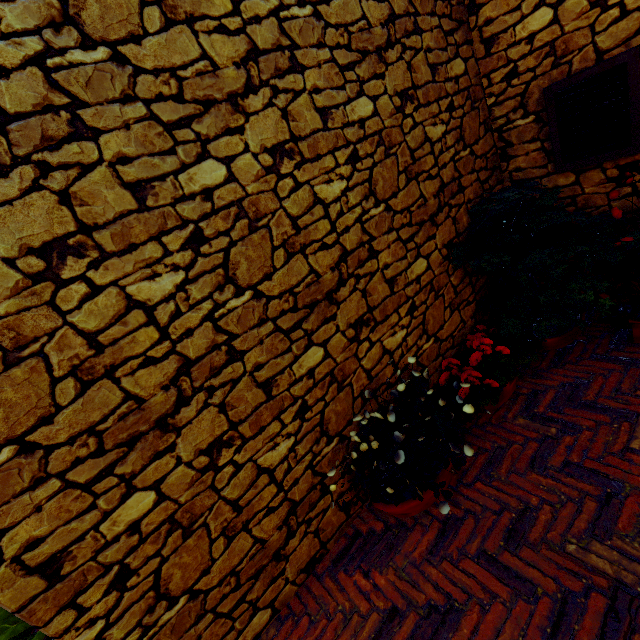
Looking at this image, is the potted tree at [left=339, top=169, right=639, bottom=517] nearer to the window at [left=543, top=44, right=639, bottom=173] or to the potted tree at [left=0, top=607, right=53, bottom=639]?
the window at [left=543, top=44, right=639, bottom=173]

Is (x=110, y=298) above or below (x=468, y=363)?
above

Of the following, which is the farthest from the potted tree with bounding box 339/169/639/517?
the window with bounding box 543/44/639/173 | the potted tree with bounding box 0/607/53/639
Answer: the potted tree with bounding box 0/607/53/639

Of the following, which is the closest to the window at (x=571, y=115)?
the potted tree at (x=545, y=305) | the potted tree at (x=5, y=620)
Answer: the potted tree at (x=545, y=305)

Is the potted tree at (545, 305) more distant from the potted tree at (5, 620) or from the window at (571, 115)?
the potted tree at (5, 620)
